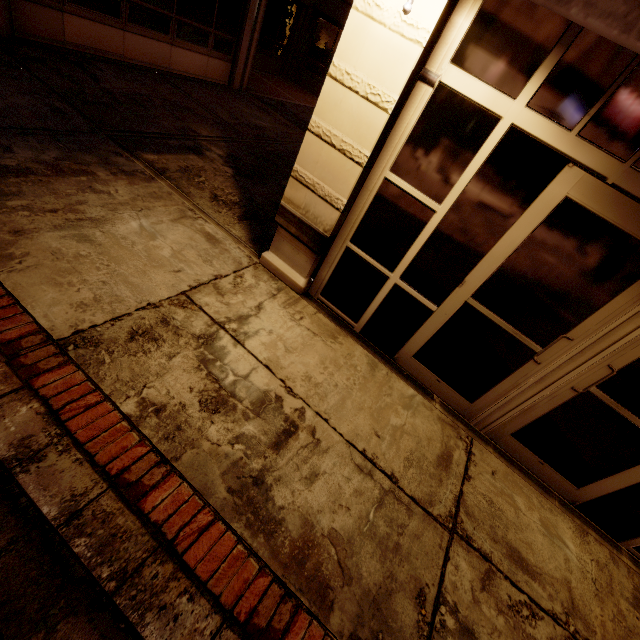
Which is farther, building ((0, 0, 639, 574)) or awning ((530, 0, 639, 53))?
building ((0, 0, 639, 574))

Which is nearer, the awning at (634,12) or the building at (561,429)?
the awning at (634,12)

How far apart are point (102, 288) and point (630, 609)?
5.9m
